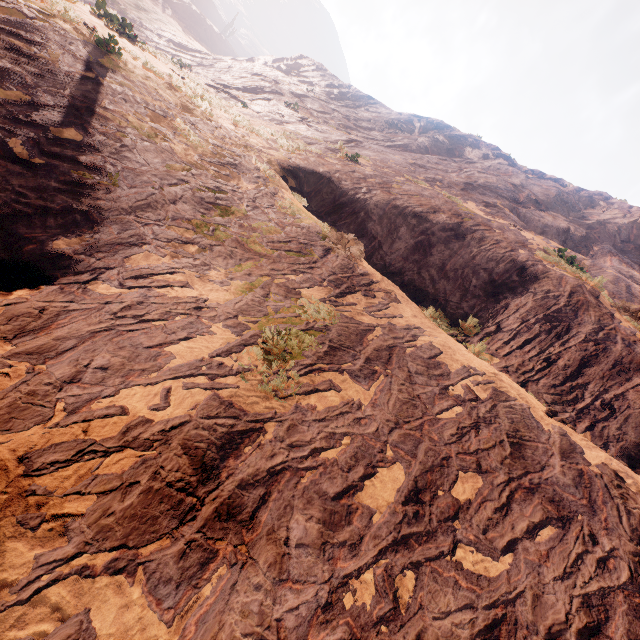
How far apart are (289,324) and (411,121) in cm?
3749
